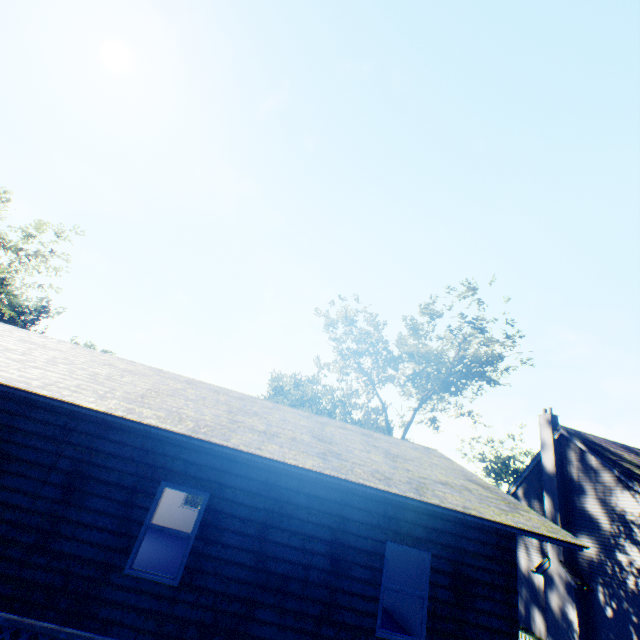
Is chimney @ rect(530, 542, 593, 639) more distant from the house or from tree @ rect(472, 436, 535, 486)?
tree @ rect(472, 436, 535, 486)

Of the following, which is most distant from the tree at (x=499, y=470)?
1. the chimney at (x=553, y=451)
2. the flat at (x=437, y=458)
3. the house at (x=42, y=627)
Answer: the flat at (x=437, y=458)

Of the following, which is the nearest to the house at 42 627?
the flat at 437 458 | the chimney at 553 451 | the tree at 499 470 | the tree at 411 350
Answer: the flat at 437 458

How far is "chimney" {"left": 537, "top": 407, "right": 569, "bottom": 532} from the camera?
18.6 meters

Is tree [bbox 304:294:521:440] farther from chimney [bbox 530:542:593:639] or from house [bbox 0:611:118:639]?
house [bbox 0:611:118:639]

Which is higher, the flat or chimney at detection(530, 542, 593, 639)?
the flat

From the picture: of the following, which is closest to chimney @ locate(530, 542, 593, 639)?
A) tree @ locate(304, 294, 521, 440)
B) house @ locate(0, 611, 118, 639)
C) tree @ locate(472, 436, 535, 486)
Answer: tree @ locate(304, 294, 521, 440)

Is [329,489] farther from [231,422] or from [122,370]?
[122,370]
